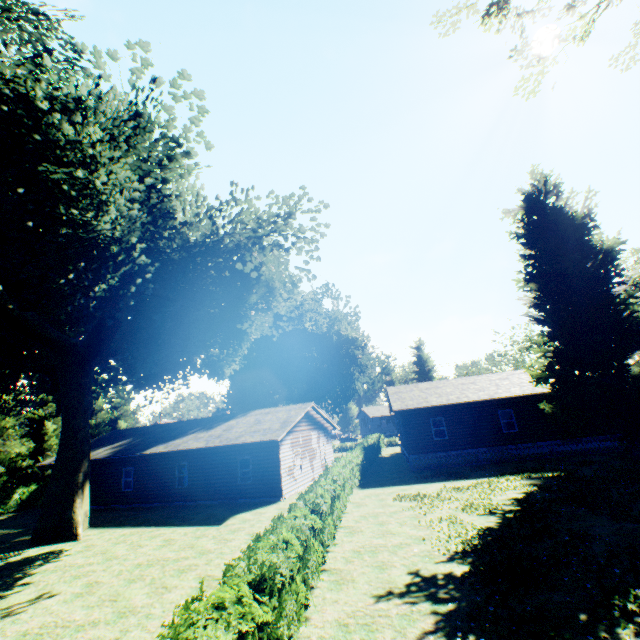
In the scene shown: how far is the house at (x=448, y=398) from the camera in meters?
23.1 m

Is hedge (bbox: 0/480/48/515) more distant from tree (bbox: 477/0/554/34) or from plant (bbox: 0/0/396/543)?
plant (bbox: 0/0/396/543)

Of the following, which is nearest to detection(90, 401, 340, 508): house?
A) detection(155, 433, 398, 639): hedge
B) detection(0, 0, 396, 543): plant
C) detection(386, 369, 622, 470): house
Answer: detection(155, 433, 398, 639): hedge

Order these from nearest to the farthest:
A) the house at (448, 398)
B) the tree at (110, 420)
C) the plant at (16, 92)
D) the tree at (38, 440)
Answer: the plant at (16, 92), the house at (448, 398), the tree at (38, 440), the tree at (110, 420)

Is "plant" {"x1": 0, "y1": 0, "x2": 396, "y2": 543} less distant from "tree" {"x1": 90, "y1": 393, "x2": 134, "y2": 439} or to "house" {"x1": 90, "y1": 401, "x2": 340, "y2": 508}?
"tree" {"x1": 90, "y1": 393, "x2": 134, "y2": 439}

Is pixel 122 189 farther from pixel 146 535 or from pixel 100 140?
pixel 146 535

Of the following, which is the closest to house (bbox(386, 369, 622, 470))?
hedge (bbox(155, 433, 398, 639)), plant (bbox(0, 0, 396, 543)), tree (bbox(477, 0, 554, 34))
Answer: plant (bbox(0, 0, 396, 543))
